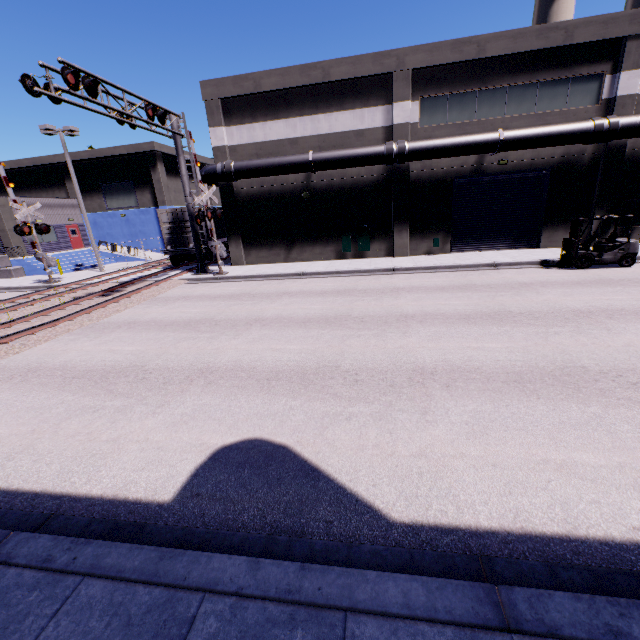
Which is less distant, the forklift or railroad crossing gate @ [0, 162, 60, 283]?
the forklift

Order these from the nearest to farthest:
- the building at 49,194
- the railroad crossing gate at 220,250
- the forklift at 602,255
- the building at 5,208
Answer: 1. the forklift at 602,255
2. the railroad crossing gate at 220,250
3. the building at 5,208
4. the building at 49,194

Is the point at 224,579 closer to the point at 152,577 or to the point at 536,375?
the point at 152,577

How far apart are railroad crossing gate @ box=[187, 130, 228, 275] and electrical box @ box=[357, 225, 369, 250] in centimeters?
727cm

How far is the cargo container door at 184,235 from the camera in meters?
21.6

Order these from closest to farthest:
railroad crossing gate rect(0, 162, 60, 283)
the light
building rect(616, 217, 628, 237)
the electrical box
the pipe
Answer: the pipe
building rect(616, 217, 628, 237)
railroad crossing gate rect(0, 162, 60, 283)
the electrical box
the light

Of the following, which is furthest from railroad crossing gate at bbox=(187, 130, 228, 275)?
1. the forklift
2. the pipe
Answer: the forklift

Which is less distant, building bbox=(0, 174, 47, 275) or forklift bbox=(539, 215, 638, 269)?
forklift bbox=(539, 215, 638, 269)
